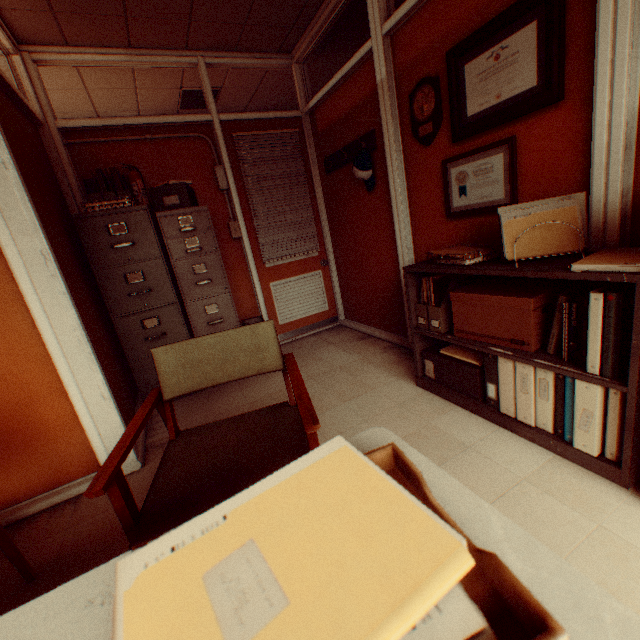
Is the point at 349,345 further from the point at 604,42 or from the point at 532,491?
the point at 604,42

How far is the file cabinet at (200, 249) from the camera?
3.22m

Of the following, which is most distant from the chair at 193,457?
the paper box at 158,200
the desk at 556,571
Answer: the paper box at 158,200

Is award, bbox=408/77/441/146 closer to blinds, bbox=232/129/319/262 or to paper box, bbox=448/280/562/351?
paper box, bbox=448/280/562/351

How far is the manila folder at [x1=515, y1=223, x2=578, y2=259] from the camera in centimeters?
170cm

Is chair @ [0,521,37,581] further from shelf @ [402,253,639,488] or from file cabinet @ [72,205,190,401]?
shelf @ [402,253,639,488]

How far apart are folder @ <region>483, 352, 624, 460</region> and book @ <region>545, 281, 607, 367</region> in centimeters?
1cm

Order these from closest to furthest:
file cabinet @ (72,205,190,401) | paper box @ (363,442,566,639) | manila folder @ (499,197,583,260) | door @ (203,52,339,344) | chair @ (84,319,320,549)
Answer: paper box @ (363,442,566,639) < chair @ (84,319,320,549) < manila folder @ (499,197,583,260) < file cabinet @ (72,205,190,401) < door @ (203,52,339,344)
